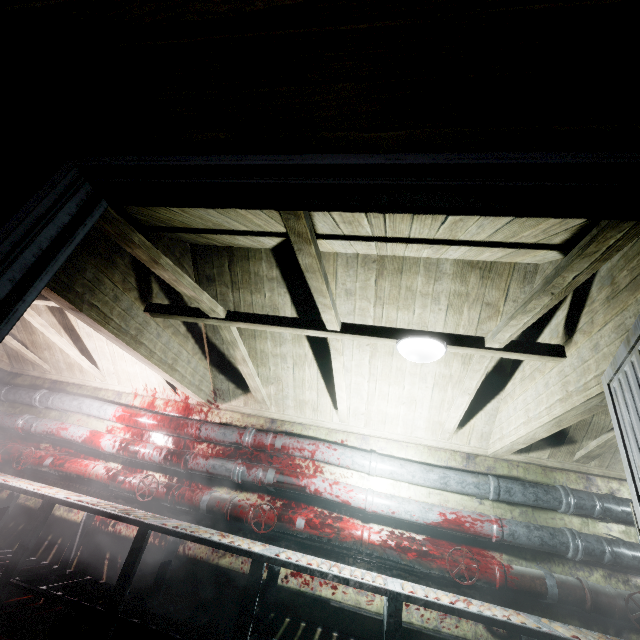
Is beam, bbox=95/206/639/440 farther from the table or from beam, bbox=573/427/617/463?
the table

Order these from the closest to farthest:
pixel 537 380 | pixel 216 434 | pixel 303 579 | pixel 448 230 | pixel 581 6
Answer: pixel 581 6, pixel 448 230, pixel 537 380, pixel 303 579, pixel 216 434

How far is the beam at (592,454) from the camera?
2.6 meters

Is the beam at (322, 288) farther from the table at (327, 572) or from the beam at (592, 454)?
the table at (327, 572)

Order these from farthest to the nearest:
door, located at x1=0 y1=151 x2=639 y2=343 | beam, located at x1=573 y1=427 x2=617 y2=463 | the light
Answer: beam, located at x1=573 y1=427 x2=617 y2=463, the light, door, located at x1=0 y1=151 x2=639 y2=343

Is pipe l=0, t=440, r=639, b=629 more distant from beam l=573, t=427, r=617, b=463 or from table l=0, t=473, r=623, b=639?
beam l=573, t=427, r=617, b=463

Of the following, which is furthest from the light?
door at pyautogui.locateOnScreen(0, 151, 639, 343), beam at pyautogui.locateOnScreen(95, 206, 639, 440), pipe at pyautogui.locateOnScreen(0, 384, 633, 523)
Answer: pipe at pyautogui.locateOnScreen(0, 384, 633, 523)

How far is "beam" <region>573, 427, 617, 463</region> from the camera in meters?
2.6 m
